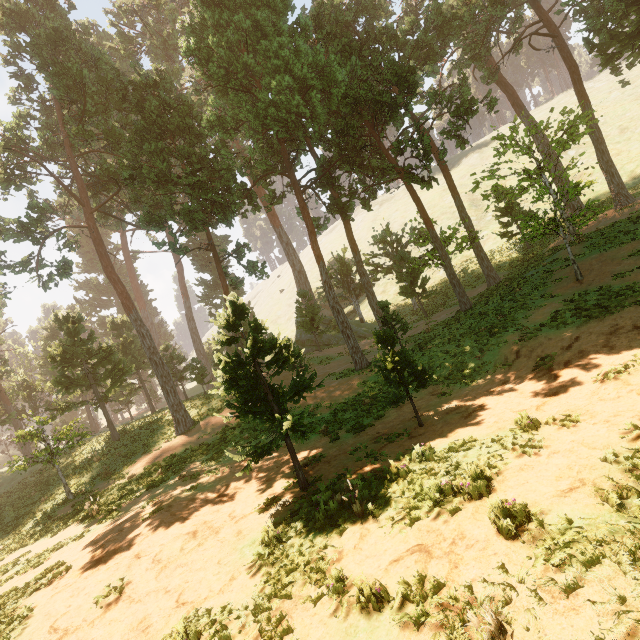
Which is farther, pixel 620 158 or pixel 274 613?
pixel 620 158
